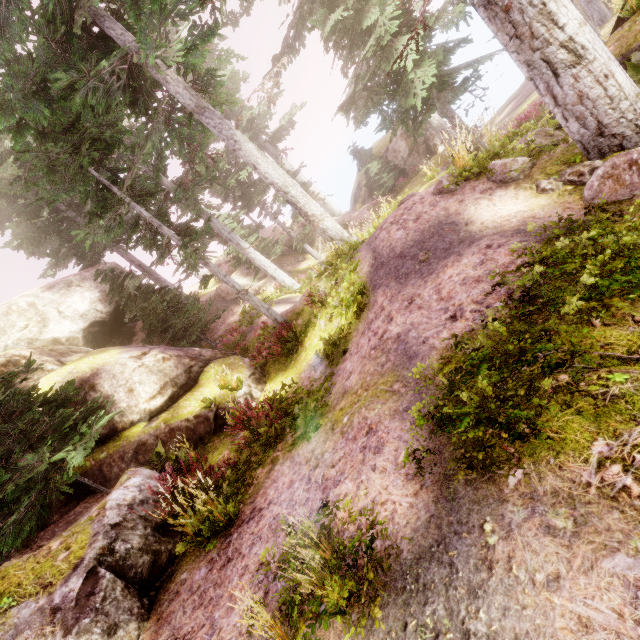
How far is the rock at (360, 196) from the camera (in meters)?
27.33

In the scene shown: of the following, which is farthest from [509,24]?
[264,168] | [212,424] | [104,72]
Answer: [212,424]

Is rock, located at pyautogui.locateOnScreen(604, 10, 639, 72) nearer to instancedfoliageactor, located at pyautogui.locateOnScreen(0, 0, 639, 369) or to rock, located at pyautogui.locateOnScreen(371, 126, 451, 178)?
instancedfoliageactor, located at pyautogui.locateOnScreen(0, 0, 639, 369)

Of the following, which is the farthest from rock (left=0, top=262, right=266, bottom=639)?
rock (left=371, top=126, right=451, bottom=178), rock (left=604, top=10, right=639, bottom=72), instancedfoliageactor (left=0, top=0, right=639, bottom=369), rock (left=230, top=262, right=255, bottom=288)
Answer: rock (left=371, top=126, right=451, bottom=178)

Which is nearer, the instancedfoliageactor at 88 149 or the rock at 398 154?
the instancedfoliageactor at 88 149

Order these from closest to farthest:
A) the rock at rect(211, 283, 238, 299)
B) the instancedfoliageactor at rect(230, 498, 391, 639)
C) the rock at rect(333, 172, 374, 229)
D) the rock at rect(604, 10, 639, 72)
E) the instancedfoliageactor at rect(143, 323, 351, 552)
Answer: the instancedfoliageactor at rect(230, 498, 391, 639)
the instancedfoliageactor at rect(143, 323, 351, 552)
the rock at rect(604, 10, 639, 72)
the rock at rect(211, 283, 238, 299)
the rock at rect(333, 172, 374, 229)
